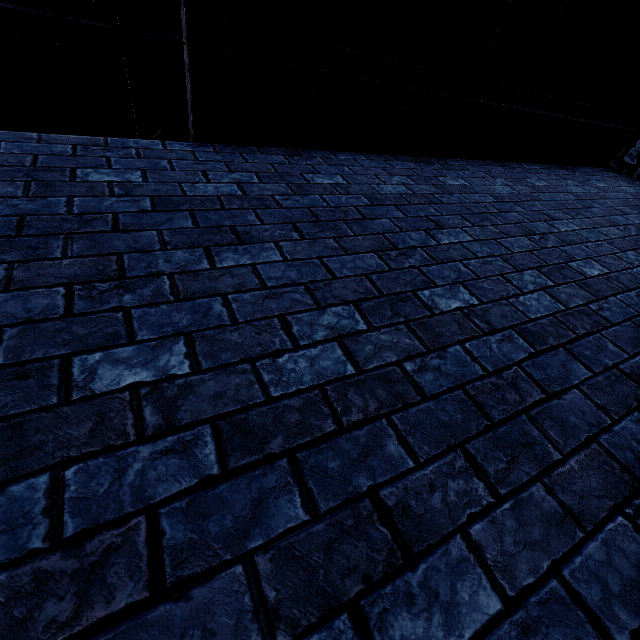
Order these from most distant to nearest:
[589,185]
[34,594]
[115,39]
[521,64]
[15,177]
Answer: [115,39]
[589,185]
[521,64]
[15,177]
[34,594]

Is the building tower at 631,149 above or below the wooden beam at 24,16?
below

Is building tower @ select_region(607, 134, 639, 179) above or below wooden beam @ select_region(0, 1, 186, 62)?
below
